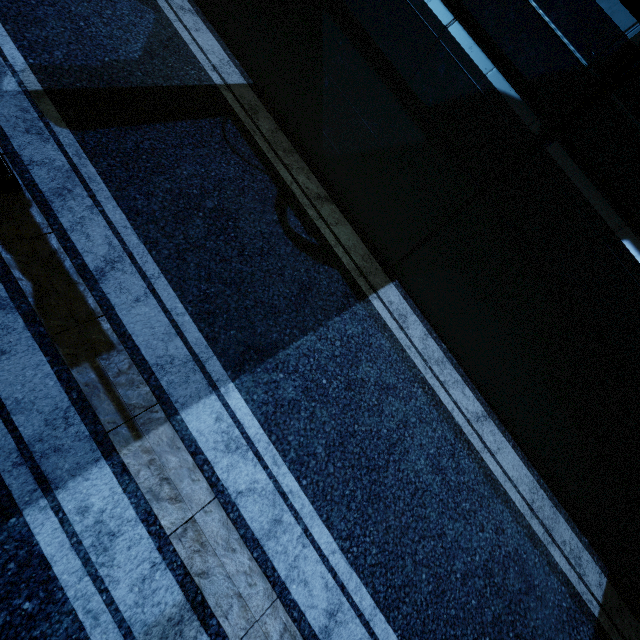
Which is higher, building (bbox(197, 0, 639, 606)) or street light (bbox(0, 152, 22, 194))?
building (bbox(197, 0, 639, 606))

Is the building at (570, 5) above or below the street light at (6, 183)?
above

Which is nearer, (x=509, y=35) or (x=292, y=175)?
(x=509, y=35)
